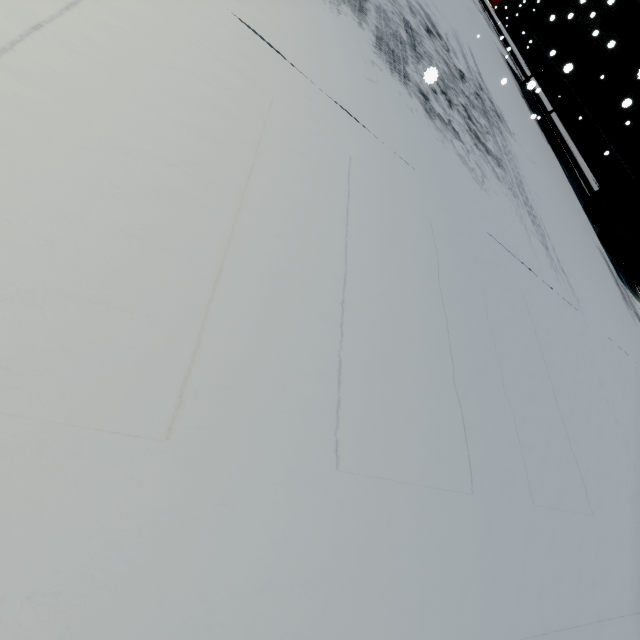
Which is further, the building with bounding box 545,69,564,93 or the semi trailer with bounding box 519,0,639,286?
the building with bounding box 545,69,564,93

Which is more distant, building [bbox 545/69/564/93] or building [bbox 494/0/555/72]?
building [bbox 494/0/555/72]

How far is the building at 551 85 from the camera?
21.8 meters

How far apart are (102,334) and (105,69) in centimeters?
107cm

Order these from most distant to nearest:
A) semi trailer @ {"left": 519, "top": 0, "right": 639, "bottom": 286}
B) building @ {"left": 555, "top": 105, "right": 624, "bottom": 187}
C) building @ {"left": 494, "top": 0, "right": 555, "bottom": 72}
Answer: building @ {"left": 494, "top": 0, "right": 555, "bottom": 72} → building @ {"left": 555, "top": 105, "right": 624, "bottom": 187} → semi trailer @ {"left": 519, "top": 0, "right": 639, "bottom": 286}

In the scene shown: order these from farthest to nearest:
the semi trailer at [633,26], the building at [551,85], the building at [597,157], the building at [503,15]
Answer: the building at [503,15], the building at [551,85], the building at [597,157], the semi trailer at [633,26]

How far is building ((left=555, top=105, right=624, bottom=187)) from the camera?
17.3 meters
